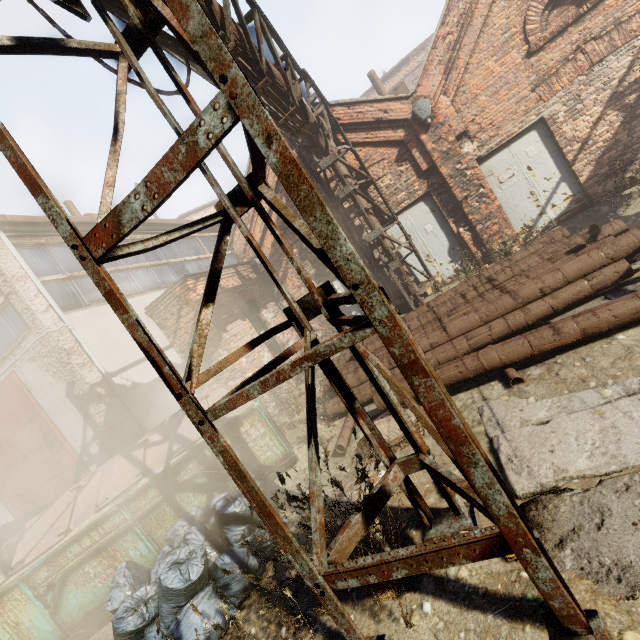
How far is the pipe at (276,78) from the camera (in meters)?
5.58

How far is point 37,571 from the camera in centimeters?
405cm

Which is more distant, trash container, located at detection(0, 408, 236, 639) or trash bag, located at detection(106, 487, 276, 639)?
trash container, located at detection(0, 408, 236, 639)

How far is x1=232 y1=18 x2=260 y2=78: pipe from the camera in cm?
452

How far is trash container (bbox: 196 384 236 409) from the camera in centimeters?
539cm

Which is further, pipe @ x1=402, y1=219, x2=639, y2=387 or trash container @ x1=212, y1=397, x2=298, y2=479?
trash container @ x1=212, y1=397, x2=298, y2=479

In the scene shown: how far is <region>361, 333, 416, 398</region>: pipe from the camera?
4.7 meters

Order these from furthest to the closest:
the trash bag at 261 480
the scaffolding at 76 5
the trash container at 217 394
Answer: the trash container at 217 394 → the trash bag at 261 480 → the scaffolding at 76 5
